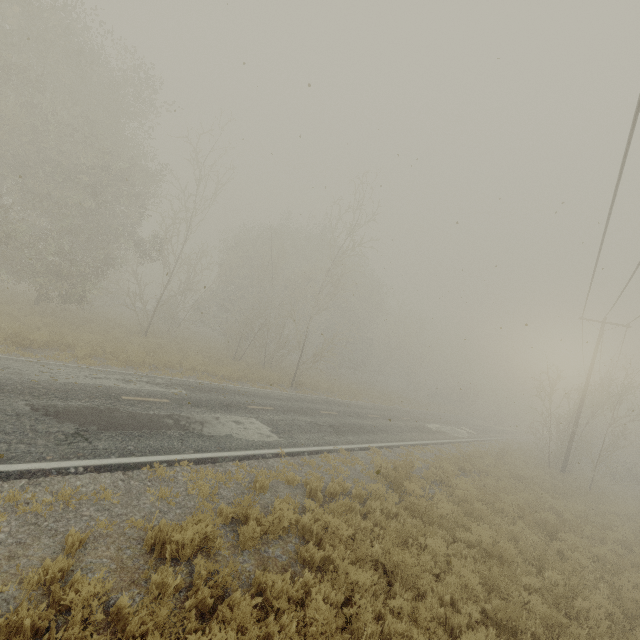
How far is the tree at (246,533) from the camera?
5.6m

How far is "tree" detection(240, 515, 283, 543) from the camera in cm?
564

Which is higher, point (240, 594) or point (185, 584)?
point (240, 594)
